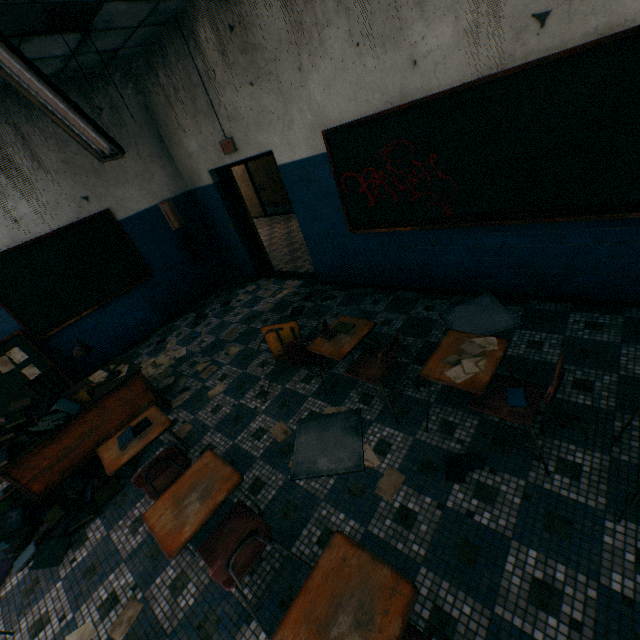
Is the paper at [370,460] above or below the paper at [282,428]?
below

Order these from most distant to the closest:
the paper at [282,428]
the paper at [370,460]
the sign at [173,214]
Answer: the sign at [173,214] < the paper at [282,428] < the paper at [370,460]

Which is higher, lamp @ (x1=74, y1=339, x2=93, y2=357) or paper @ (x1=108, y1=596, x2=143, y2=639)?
lamp @ (x1=74, y1=339, x2=93, y2=357)

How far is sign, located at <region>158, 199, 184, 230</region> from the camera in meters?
6.0

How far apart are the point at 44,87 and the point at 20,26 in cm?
180

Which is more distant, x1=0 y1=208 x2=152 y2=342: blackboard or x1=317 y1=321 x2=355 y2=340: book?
x1=0 y1=208 x2=152 y2=342: blackboard

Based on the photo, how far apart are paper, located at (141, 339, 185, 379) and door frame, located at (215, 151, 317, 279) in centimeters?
226cm

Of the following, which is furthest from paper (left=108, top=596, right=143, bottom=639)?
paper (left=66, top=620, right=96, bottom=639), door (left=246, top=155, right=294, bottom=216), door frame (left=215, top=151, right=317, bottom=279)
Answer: door (left=246, top=155, right=294, bottom=216)
